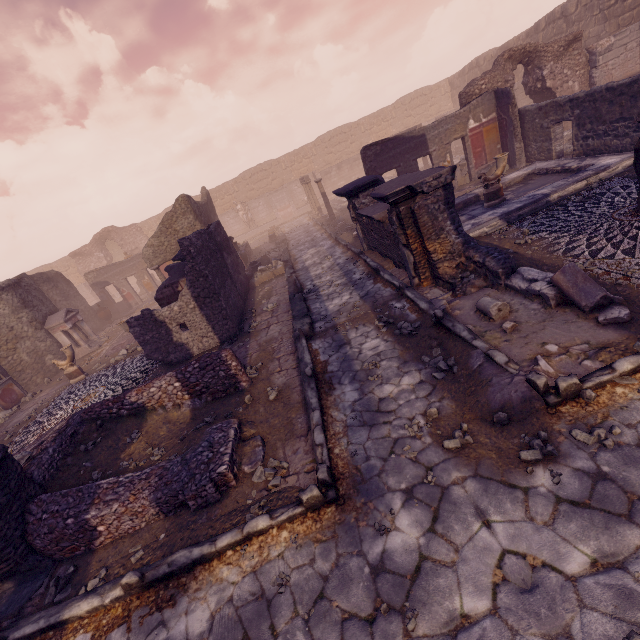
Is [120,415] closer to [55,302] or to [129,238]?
[55,302]

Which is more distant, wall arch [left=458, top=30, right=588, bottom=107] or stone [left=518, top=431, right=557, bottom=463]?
wall arch [left=458, top=30, right=588, bottom=107]

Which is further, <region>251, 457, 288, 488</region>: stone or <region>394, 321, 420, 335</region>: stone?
<region>394, 321, 420, 335</region>: stone

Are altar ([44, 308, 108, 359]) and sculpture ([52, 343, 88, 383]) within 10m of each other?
yes

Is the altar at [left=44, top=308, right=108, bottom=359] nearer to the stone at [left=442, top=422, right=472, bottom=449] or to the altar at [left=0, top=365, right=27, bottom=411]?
the altar at [left=0, top=365, right=27, bottom=411]

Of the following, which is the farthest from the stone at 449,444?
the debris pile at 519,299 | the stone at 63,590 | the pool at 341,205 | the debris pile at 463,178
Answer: the pool at 341,205

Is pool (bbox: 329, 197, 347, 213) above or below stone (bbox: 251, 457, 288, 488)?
above

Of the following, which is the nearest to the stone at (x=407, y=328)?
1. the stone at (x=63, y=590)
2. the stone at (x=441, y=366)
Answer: the stone at (x=441, y=366)
